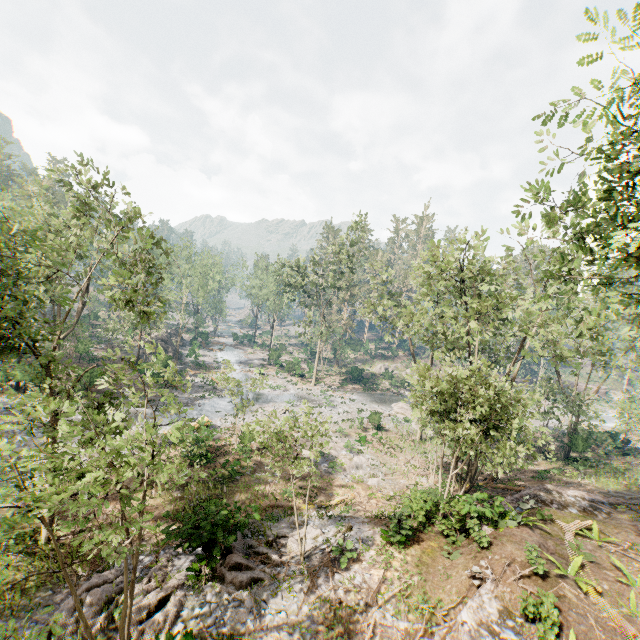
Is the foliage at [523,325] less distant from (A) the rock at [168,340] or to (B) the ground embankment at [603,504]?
(B) the ground embankment at [603,504]

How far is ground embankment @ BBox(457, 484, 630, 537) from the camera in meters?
15.1

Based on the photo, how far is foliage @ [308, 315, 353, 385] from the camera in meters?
45.6

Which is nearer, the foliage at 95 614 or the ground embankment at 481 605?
the foliage at 95 614

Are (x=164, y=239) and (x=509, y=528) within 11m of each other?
no

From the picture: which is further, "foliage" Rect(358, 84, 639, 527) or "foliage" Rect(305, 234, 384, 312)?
"foliage" Rect(305, 234, 384, 312)

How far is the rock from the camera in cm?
4896
